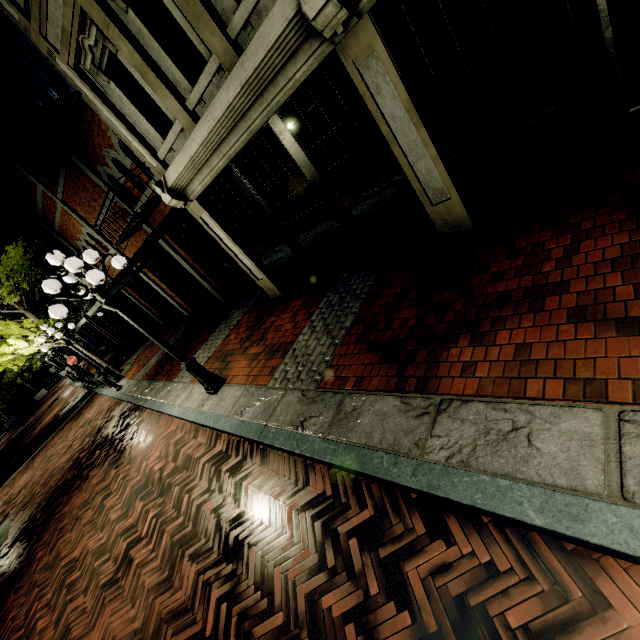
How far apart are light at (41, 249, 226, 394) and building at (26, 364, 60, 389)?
53.75m

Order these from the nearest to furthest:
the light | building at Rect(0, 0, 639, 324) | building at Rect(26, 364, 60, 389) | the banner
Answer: building at Rect(0, 0, 639, 324) < the light < the banner < building at Rect(26, 364, 60, 389)

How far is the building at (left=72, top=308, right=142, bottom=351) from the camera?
22.1 meters

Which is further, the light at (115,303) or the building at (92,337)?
the building at (92,337)

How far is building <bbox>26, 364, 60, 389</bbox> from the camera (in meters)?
45.19

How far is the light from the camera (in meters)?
5.03

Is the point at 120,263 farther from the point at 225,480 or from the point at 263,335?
the point at 225,480

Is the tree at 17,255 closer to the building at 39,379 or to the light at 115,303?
the light at 115,303
